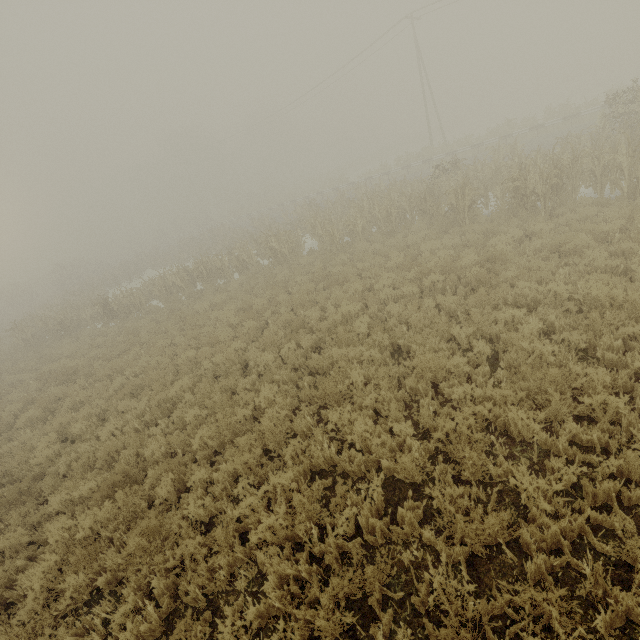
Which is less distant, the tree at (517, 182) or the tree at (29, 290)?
the tree at (517, 182)

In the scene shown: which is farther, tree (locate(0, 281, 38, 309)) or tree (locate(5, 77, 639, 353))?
tree (locate(0, 281, 38, 309))

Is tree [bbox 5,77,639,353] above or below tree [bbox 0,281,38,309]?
below

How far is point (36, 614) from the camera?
4.4 meters

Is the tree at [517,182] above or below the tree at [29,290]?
below
